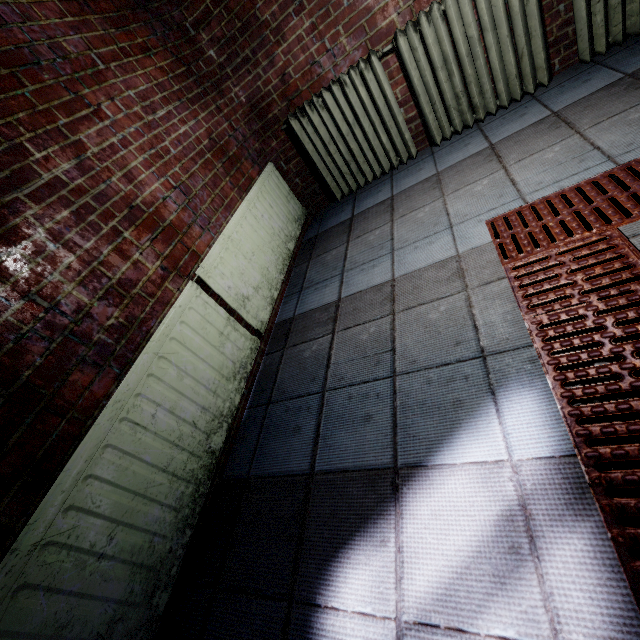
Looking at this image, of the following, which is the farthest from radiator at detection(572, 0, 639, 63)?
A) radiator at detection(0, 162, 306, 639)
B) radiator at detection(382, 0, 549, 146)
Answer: radiator at detection(0, 162, 306, 639)

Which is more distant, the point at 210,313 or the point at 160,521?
the point at 210,313

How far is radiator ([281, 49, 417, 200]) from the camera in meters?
2.4

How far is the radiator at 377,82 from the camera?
2.4m

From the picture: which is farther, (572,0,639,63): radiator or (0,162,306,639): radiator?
(572,0,639,63): radiator

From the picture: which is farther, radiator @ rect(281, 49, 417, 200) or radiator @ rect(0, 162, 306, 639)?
radiator @ rect(281, 49, 417, 200)

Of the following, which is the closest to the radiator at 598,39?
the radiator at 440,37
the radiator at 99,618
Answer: the radiator at 440,37
